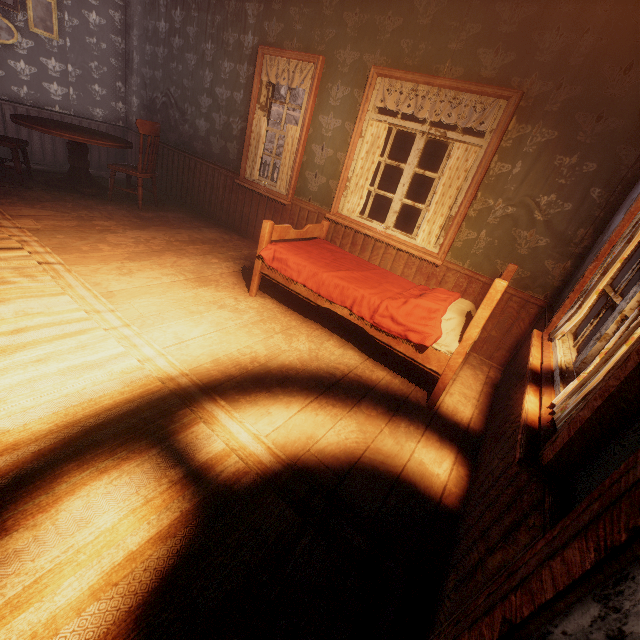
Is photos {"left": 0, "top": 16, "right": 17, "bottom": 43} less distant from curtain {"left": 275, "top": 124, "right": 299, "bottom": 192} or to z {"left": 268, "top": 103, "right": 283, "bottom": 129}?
z {"left": 268, "top": 103, "right": 283, "bottom": 129}

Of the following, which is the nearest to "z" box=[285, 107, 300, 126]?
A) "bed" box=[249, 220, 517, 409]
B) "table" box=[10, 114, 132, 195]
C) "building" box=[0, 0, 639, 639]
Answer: "building" box=[0, 0, 639, 639]

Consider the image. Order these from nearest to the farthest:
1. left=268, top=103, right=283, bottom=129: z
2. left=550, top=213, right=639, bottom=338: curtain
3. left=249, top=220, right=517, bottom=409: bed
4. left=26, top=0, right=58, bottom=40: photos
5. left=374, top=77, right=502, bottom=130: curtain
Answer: left=550, top=213, right=639, bottom=338: curtain → left=249, top=220, right=517, bottom=409: bed → left=374, top=77, right=502, bottom=130: curtain → left=26, top=0, right=58, bottom=40: photos → left=268, top=103, right=283, bottom=129: z

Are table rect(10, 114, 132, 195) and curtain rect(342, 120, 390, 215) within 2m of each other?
no

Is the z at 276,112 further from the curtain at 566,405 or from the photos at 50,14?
the photos at 50,14

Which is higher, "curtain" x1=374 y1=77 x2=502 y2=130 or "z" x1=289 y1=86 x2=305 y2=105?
"z" x1=289 y1=86 x2=305 y2=105

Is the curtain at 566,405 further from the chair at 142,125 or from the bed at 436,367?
the chair at 142,125

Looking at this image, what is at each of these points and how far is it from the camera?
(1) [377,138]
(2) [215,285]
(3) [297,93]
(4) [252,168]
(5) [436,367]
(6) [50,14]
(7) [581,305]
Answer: (1) curtain, 3.65m
(2) building, 3.41m
(3) z, 23.64m
(4) curtain, 4.74m
(5) bed, 2.47m
(6) photos, 4.86m
(7) curtain, 1.84m
